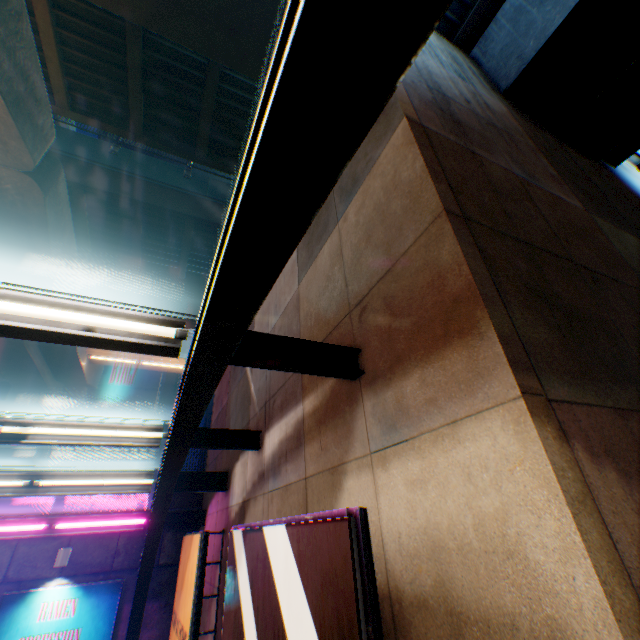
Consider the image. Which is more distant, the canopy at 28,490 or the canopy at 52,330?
the canopy at 28,490

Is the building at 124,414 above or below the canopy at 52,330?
above

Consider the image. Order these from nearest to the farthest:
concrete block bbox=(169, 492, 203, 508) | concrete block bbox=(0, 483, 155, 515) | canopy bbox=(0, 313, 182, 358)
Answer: canopy bbox=(0, 313, 182, 358), concrete block bbox=(0, 483, 155, 515), concrete block bbox=(169, 492, 203, 508)

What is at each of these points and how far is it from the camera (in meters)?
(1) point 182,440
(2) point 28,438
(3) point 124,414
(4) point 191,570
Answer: (1) canopy, 4.23
(2) canopy, 4.65
(3) building, 29.14
(4) billboard, 5.21

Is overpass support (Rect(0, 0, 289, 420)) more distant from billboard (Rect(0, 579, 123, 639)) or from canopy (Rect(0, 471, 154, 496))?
billboard (Rect(0, 579, 123, 639))

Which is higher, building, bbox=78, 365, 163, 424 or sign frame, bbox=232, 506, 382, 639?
building, bbox=78, 365, 163, 424

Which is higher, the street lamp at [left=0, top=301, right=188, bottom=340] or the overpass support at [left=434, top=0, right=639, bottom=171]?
the overpass support at [left=434, top=0, right=639, bottom=171]

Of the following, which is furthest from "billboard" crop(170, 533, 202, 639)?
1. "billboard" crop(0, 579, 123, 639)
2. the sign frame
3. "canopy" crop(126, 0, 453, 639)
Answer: "billboard" crop(0, 579, 123, 639)
